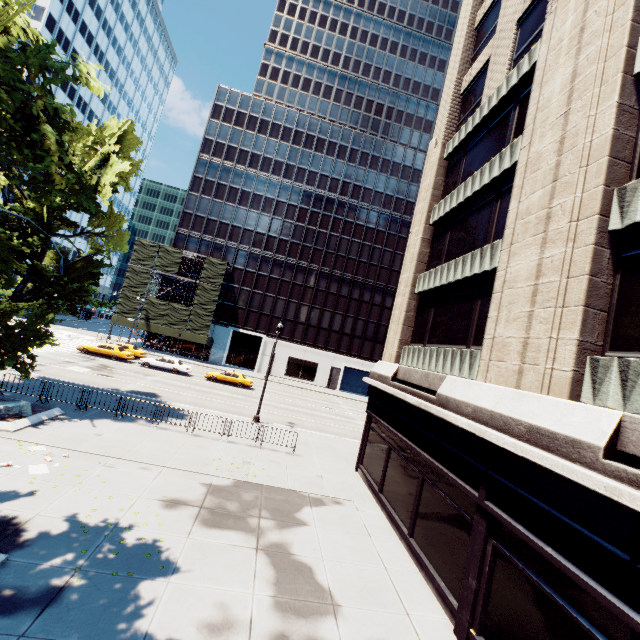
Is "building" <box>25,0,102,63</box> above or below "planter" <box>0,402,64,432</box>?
above

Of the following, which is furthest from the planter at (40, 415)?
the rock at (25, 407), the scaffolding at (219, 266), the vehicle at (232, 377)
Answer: the scaffolding at (219, 266)

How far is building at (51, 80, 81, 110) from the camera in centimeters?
5484cm

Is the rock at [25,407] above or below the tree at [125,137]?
below

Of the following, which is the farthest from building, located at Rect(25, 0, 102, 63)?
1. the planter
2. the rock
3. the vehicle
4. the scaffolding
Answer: the rock

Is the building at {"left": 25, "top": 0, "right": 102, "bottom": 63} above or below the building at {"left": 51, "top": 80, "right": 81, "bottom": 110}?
above

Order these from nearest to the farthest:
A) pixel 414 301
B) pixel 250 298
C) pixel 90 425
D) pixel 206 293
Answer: pixel 90 425
pixel 414 301
pixel 206 293
pixel 250 298

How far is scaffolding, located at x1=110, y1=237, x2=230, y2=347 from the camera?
46.4m
